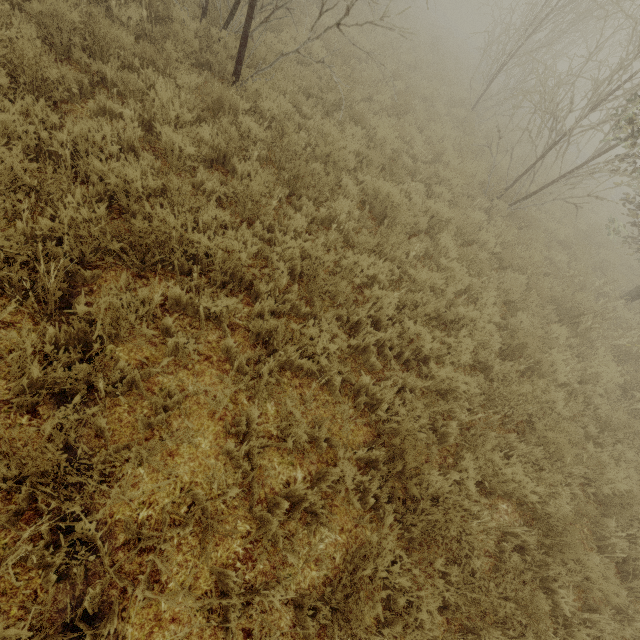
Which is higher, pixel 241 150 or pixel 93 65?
pixel 93 65
